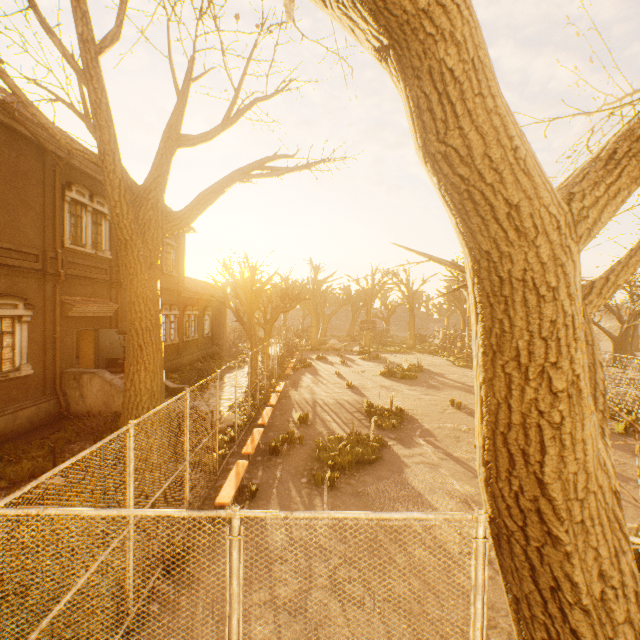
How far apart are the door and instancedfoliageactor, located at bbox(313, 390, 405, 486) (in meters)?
11.45

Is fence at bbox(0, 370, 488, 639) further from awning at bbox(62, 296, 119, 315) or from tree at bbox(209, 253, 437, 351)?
awning at bbox(62, 296, 119, 315)

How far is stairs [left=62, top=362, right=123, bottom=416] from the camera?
13.38m

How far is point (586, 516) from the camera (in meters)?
2.22

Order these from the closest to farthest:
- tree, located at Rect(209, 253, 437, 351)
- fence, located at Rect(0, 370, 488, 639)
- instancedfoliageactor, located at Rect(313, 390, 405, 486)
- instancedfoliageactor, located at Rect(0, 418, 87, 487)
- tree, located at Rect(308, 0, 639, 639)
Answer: tree, located at Rect(308, 0, 639, 639), fence, located at Rect(0, 370, 488, 639), instancedfoliageactor, located at Rect(0, 418, 87, 487), instancedfoliageactor, located at Rect(313, 390, 405, 486), tree, located at Rect(209, 253, 437, 351)

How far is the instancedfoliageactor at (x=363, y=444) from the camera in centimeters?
940cm

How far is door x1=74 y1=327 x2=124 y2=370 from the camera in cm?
1560

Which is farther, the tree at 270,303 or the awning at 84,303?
the tree at 270,303
